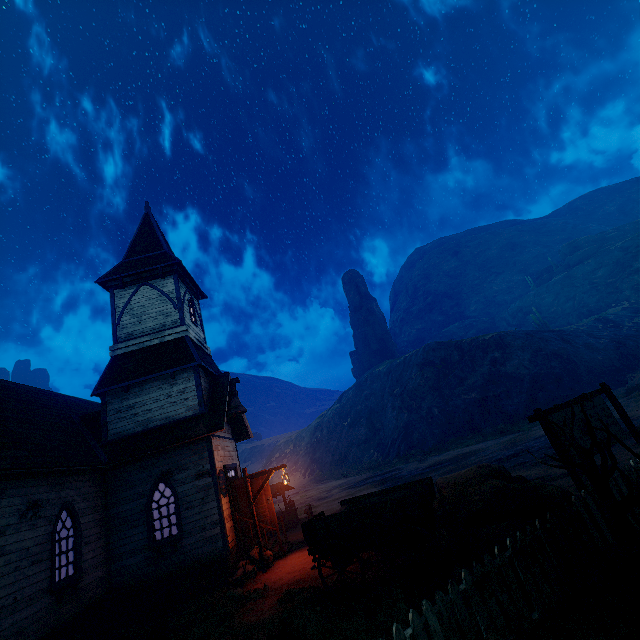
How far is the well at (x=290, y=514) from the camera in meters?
17.3

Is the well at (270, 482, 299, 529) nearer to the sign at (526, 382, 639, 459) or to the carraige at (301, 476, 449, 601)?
the carraige at (301, 476, 449, 601)

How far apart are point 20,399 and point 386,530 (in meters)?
15.36

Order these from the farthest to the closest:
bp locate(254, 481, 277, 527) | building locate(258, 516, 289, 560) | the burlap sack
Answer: bp locate(254, 481, 277, 527) < building locate(258, 516, 289, 560) < the burlap sack

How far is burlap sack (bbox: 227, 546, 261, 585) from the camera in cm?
1025

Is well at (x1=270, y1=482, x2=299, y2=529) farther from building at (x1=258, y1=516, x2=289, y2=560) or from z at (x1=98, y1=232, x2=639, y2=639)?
building at (x1=258, y1=516, x2=289, y2=560)

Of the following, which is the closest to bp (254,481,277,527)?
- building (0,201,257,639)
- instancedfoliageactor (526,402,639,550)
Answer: building (0,201,257,639)

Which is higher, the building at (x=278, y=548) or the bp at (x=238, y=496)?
the bp at (x=238, y=496)
